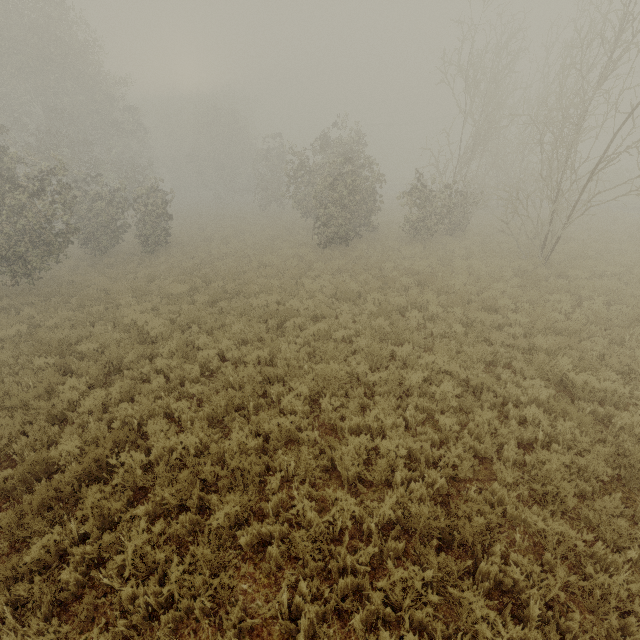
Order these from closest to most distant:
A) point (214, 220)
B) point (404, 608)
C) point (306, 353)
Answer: point (404, 608) < point (306, 353) < point (214, 220)
